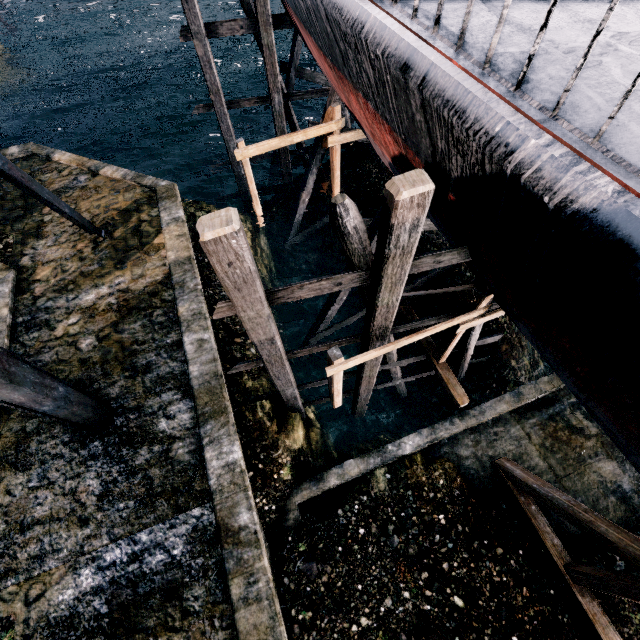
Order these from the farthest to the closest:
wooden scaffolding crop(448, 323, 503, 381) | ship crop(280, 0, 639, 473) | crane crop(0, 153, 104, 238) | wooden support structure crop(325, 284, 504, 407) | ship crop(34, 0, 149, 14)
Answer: ship crop(34, 0, 149, 14)
wooden scaffolding crop(448, 323, 503, 381)
crane crop(0, 153, 104, 238)
wooden support structure crop(325, 284, 504, 407)
ship crop(280, 0, 639, 473)

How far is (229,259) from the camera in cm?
453

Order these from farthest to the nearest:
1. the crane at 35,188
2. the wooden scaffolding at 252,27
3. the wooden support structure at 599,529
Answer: the wooden scaffolding at 252,27 < the crane at 35,188 < the wooden support structure at 599,529

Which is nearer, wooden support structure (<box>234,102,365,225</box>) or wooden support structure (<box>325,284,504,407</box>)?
wooden support structure (<box>325,284,504,407</box>)

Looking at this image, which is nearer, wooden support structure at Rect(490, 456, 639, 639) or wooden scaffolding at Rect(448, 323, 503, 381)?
wooden support structure at Rect(490, 456, 639, 639)

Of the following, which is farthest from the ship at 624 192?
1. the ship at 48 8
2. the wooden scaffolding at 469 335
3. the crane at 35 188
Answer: the ship at 48 8

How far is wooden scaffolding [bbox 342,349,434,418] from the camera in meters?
10.1 m

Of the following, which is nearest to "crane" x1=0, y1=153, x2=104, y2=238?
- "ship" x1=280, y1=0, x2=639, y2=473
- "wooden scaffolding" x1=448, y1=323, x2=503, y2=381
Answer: "wooden scaffolding" x1=448, y1=323, x2=503, y2=381
